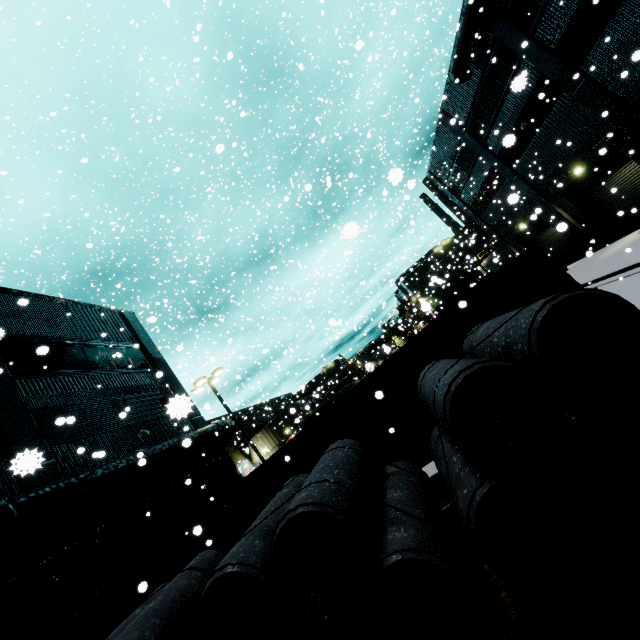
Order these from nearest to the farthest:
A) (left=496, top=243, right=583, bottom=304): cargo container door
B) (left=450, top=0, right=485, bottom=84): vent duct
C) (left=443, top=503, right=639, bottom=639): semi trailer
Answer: (left=443, top=503, right=639, bottom=639): semi trailer → (left=496, top=243, right=583, bottom=304): cargo container door → (left=450, top=0, right=485, bottom=84): vent duct

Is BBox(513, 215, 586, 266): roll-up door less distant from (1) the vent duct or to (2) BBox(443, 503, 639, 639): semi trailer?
(2) BBox(443, 503, 639, 639): semi trailer

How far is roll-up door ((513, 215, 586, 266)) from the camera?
24.00m

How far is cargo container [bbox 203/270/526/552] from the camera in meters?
7.4 m

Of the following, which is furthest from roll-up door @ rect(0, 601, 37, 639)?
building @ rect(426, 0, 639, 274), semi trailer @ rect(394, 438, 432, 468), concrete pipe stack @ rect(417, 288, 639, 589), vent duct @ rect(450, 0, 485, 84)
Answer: concrete pipe stack @ rect(417, 288, 639, 589)

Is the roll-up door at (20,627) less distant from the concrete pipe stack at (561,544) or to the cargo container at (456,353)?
the cargo container at (456,353)

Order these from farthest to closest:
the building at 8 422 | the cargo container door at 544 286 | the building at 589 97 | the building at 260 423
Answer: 1. the building at 260 423
2. the building at 589 97
3. the building at 8 422
4. the cargo container door at 544 286

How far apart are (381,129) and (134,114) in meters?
16.8 m
